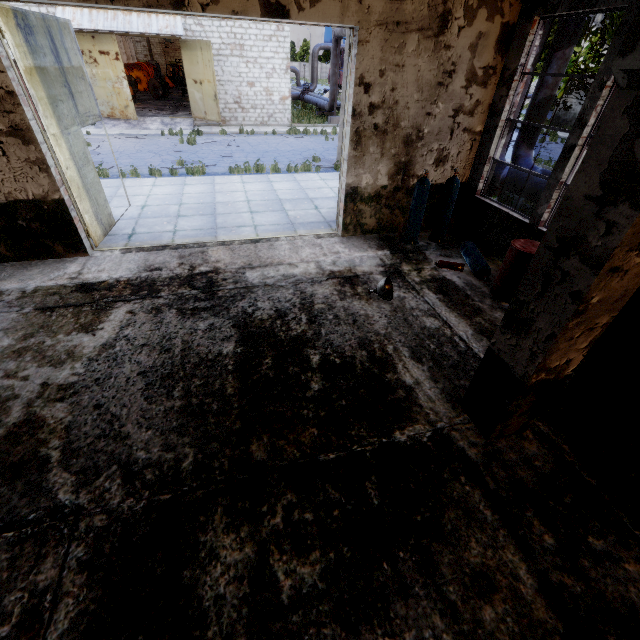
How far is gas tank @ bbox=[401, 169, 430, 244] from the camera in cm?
699

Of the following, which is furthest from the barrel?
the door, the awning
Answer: the awning

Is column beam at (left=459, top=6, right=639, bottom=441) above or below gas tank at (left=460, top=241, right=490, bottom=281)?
above

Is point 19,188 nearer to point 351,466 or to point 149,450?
point 149,450

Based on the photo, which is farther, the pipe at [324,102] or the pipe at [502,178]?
the pipe at [324,102]

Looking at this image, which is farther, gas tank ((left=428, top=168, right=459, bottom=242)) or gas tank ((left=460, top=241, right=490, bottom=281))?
gas tank ((left=428, top=168, right=459, bottom=242))

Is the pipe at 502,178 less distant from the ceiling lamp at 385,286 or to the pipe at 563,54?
the pipe at 563,54

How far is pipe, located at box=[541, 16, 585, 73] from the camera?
8.1m
